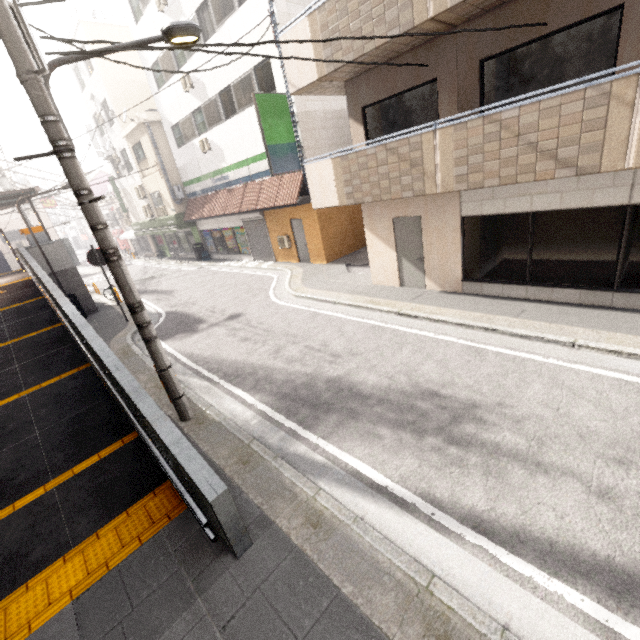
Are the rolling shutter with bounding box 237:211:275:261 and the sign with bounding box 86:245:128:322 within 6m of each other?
no

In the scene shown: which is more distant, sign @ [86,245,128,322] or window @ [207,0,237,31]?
window @ [207,0,237,31]

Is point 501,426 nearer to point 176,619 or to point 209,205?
point 176,619

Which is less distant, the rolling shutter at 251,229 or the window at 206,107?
the window at 206,107

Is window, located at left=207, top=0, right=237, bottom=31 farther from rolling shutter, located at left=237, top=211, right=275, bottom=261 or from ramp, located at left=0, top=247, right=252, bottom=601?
ramp, located at left=0, top=247, right=252, bottom=601

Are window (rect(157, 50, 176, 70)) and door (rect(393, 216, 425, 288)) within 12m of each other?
no

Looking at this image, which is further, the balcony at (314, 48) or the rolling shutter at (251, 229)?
the rolling shutter at (251, 229)

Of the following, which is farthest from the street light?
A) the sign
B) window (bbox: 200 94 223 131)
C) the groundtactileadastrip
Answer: window (bbox: 200 94 223 131)
